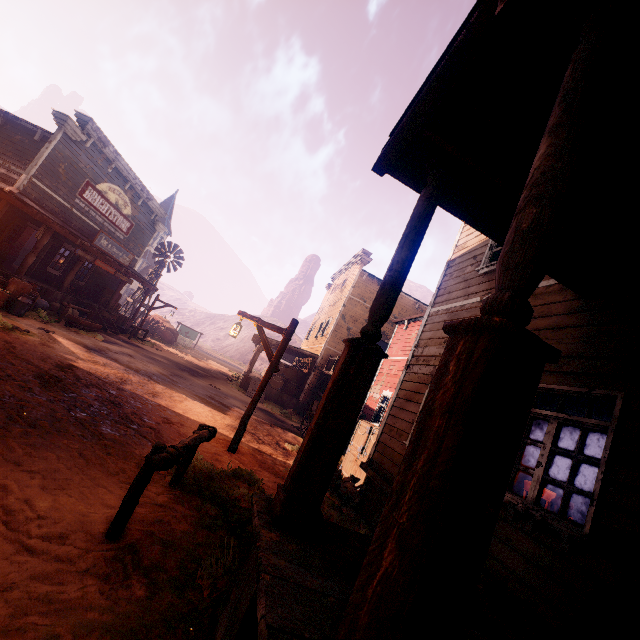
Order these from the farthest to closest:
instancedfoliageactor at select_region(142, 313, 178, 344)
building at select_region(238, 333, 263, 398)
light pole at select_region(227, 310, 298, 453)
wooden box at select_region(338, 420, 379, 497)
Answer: instancedfoliageactor at select_region(142, 313, 178, 344), building at select_region(238, 333, 263, 398), wooden box at select_region(338, 420, 379, 497), light pole at select_region(227, 310, 298, 453)

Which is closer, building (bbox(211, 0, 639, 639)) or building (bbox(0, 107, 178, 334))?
building (bbox(211, 0, 639, 639))

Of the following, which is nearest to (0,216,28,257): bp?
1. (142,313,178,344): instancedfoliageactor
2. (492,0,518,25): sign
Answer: (142,313,178,344): instancedfoliageactor

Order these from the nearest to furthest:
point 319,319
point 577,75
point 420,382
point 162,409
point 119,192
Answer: point 577,75
point 420,382
point 162,409
point 119,192
point 319,319

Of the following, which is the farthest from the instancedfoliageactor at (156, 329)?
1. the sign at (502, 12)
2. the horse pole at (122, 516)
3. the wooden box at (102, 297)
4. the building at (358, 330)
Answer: the sign at (502, 12)

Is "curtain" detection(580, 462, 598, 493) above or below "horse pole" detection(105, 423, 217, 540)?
above

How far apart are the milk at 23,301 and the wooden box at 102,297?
9.5 meters

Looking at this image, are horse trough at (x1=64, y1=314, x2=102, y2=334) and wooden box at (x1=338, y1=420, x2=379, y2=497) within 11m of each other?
no
